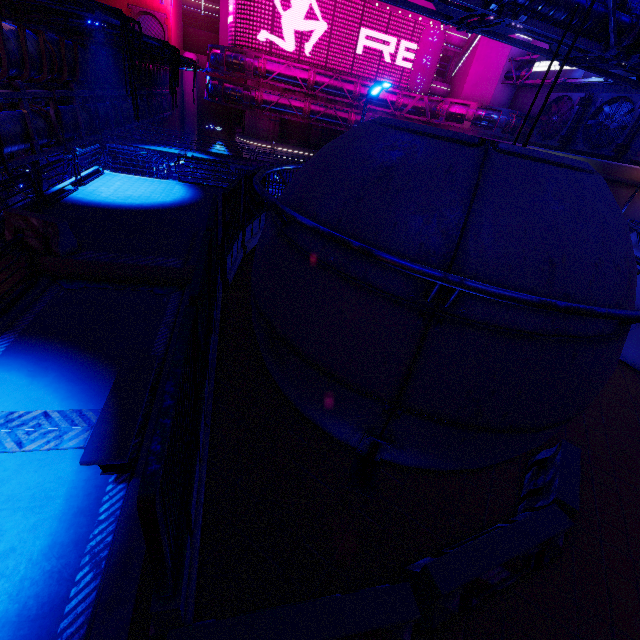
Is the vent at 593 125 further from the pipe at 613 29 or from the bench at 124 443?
the bench at 124 443

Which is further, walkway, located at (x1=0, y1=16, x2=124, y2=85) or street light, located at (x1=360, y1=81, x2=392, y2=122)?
walkway, located at (x1=0, y1=16, x2=124, y2=85)

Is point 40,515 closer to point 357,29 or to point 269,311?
point 269,311

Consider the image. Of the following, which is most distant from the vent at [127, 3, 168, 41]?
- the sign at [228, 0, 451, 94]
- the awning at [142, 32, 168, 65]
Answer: the awning at [142, 32, 168, 65]

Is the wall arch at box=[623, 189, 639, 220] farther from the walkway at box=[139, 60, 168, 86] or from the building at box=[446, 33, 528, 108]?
the walkway at box=[139, 60, 168, 86]

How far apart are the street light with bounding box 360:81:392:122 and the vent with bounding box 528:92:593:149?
26.5m

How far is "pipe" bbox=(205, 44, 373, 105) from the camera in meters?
31.2

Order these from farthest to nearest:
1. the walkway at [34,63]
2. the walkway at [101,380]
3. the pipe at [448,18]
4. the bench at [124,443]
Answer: the walkway at [34,63], the pipe at [448,18], the bench at [124,443], the walkway at [101,380]
